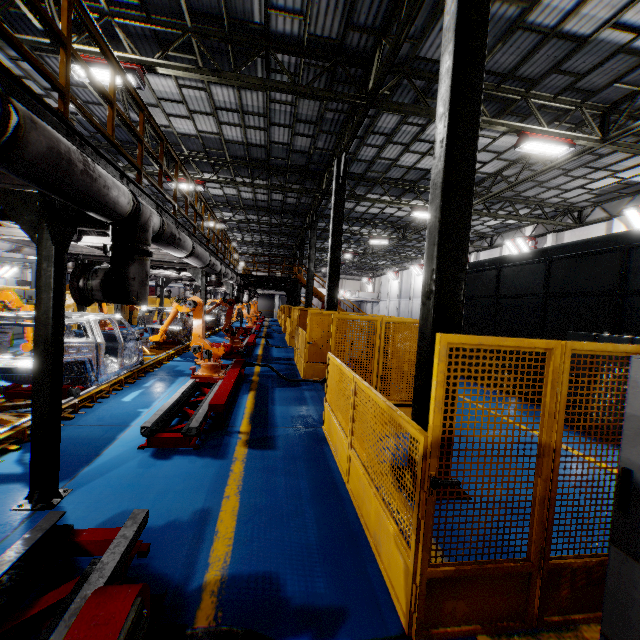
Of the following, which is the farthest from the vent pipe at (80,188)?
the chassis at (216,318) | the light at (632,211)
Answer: the light at (632,211)

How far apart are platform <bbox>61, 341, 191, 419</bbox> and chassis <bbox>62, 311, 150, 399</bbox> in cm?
1

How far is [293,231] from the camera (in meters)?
29.94

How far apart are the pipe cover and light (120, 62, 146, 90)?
6.2 meters

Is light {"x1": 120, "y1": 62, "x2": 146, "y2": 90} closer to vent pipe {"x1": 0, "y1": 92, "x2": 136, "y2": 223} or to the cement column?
vent pipe {"x1": 0, "y1": 92, "x2": 136, "y2": 223}

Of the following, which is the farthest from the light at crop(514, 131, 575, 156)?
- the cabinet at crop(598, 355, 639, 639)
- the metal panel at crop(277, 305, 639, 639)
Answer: the cabinet at crop(598, 355, 639, 639)

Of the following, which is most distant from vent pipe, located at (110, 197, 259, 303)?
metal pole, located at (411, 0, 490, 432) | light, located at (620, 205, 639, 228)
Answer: light, located at (620, 205, 639, 228)

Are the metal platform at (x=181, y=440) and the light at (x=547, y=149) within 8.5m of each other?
no
